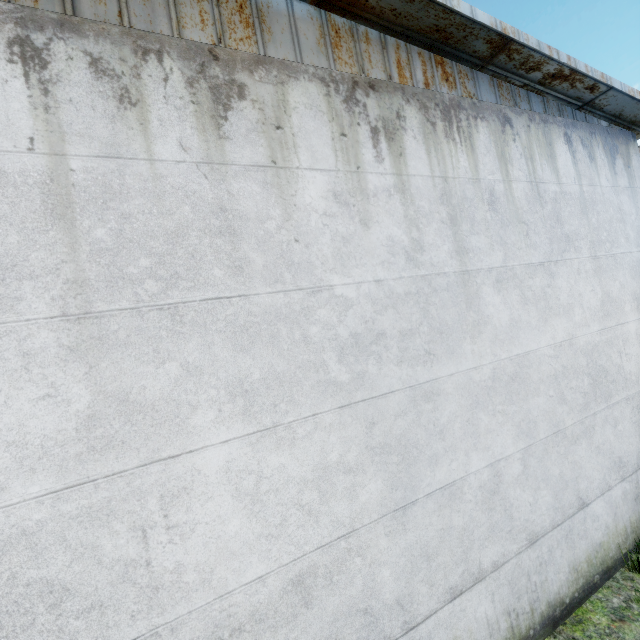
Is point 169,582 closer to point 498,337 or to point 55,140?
→ point 55,140
